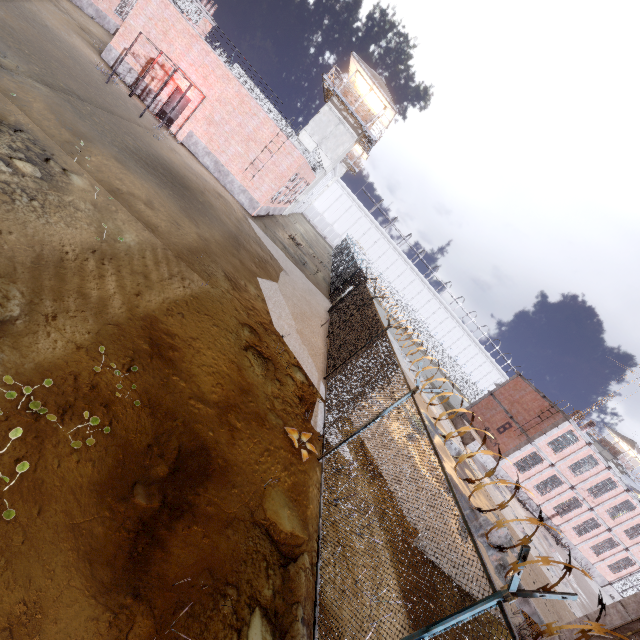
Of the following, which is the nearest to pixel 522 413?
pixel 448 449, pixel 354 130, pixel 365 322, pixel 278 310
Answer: pixel 448 449

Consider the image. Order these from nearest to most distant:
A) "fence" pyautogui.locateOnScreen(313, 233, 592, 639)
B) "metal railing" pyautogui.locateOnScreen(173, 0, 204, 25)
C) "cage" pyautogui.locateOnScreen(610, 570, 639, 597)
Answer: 1. "fence" pyautogui.locateOnScreen(313, 233, 592, 639)
2. "metal railing" pyautogui.locateOnScreen(173, 0, 204, 25)
3. "cage" pyautogui.locateOnScreen(610, 570, 639, 597)

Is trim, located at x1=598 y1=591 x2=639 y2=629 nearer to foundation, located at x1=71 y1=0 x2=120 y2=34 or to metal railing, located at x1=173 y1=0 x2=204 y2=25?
metal railing, located at x1=173 y1=0 x2=204 y2=25

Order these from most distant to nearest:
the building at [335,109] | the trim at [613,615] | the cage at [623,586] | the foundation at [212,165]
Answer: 1. the building at [335,109]
2. the cage at [623,586]
3. the foundation at [212,165]
4. the trim at [613,615]

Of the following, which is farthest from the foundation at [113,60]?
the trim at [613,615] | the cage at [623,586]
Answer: the cage at [623,586]

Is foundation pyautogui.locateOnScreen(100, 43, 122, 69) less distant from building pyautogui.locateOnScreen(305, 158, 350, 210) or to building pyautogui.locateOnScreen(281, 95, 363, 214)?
building pyautogui.locateOnScreen(281, 95, 363, 214)

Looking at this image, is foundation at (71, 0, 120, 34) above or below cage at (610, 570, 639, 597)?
below

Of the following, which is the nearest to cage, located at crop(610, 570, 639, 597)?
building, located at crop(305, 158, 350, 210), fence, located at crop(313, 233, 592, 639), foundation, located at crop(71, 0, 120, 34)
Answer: A: fence, located at crop(313, 233, 592, 639)
